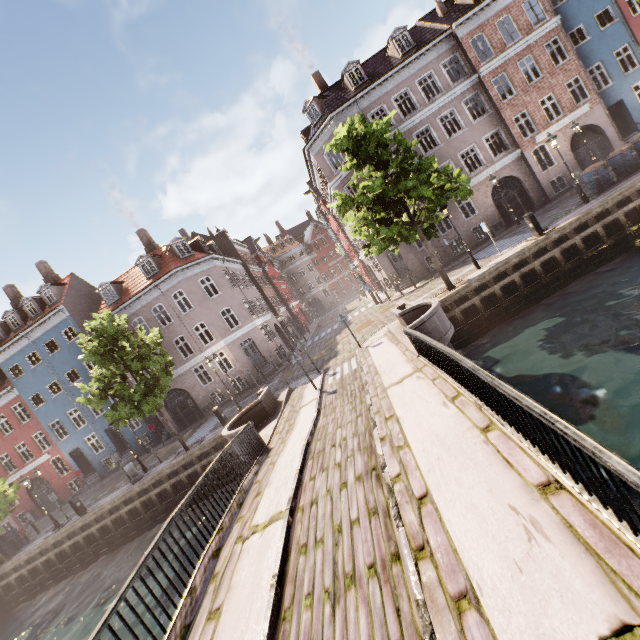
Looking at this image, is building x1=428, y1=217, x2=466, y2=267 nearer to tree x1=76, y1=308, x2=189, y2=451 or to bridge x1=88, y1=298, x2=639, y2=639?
tree x1=76, y1=308, x2=189, y2=451

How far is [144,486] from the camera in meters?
16.9 m

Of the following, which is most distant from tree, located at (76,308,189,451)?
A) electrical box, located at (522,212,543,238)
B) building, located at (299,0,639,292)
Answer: building, located at (299,0,639,292)

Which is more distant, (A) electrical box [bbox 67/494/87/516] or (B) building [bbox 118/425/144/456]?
(B) building [bbox 118/425/144/456]

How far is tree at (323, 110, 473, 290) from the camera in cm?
1347

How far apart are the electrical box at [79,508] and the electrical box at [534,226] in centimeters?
2768cm

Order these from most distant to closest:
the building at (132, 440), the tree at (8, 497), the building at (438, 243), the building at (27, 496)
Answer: the building at (27, 496)
the building at (132, 440)
the building at (438, 243)
the tree at (8, 497)
